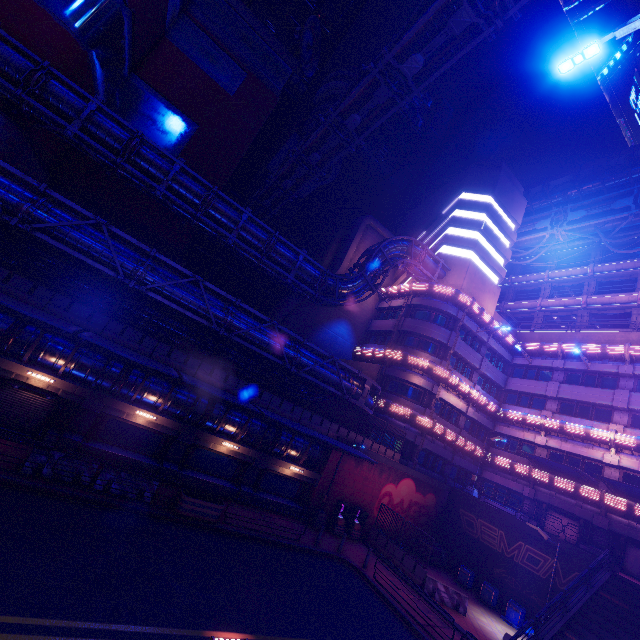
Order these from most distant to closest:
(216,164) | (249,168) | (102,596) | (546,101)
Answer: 1. (546,101)
2. (249,168)
3. (216,164)
4. (102,596)

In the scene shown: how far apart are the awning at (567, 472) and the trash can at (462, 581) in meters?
9.7

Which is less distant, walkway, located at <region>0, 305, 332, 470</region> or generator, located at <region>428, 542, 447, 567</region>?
walkway, located at <region>0, 305, 332, 470</region>

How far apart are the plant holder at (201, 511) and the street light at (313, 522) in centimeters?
773cm

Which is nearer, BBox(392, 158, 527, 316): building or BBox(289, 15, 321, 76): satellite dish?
BBox(392, 158, 527, 316): building

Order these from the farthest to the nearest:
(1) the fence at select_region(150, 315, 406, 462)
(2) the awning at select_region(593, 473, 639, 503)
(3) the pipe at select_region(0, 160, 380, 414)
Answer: (2) the awning at select_region(593, 473, 639, 503) → (1) the fence at select_region(150, 315, 406, 462) → (3) the pipe at select_region(0, 160, 380, 414)

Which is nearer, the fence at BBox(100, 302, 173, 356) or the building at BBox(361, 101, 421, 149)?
the fence at BBox(100, 302, 173, 356)

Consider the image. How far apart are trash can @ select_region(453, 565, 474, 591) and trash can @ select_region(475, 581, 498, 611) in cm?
68
